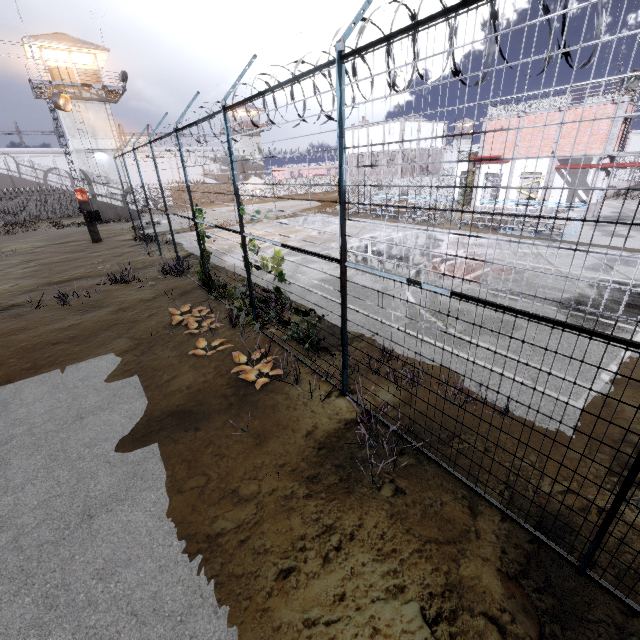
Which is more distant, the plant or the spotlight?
the spotlight

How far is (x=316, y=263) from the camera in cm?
1555

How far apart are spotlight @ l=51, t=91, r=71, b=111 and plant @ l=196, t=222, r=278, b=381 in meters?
21.1 m

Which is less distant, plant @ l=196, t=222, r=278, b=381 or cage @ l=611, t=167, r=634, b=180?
plant @ l=196, t=222, r=278, b=381

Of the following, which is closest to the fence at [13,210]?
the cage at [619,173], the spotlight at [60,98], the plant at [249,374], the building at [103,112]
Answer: the plant at [249,374]

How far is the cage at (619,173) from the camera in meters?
41.9

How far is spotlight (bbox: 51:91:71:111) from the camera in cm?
1980

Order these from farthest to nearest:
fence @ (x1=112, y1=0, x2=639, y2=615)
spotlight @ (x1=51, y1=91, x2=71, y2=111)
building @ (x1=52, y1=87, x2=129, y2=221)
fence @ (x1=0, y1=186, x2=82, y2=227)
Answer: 1. fence @ (x1=0, y1=186, x2=82, y2=227)
2. building @ (x1=52, y1=87, x2=129, y2=221)
3. spotlight @ (x1=51, y1=91, x2=71, y2=111)
4. fence @ (x1=112, y1=0, x2=639, y2=615)
